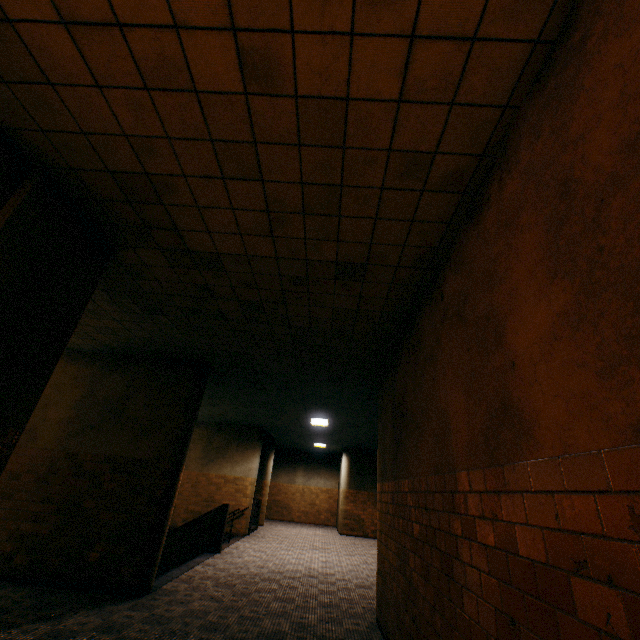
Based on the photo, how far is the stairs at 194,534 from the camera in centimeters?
704cm

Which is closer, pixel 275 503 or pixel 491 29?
pixel 491 29

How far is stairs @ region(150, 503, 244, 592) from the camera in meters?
7.0 m
